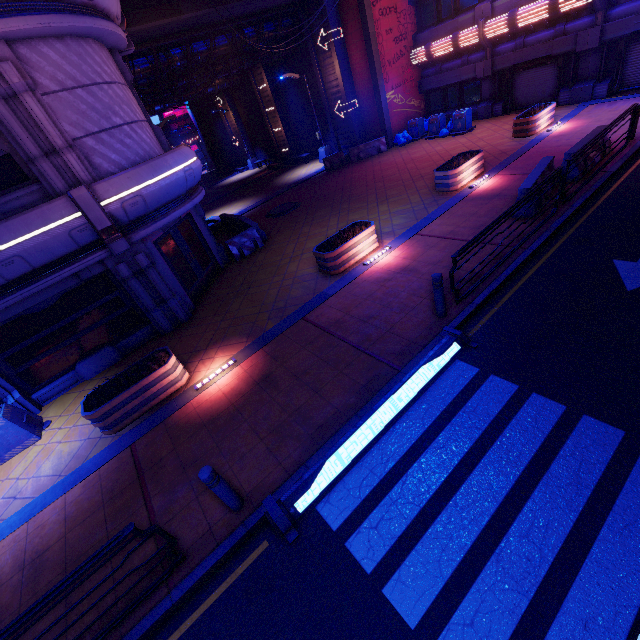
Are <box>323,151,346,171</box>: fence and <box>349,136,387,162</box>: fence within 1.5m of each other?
yes

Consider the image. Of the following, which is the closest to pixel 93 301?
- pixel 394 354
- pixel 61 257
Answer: pixel 61 257

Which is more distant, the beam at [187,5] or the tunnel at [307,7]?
the tunnel at [307,7]

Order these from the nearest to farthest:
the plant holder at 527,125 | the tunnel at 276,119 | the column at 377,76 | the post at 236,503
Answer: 1. the post at 236,503
2. the plant holder at 527,125
3. the column at 377,76
4. the tunnel at 276,119

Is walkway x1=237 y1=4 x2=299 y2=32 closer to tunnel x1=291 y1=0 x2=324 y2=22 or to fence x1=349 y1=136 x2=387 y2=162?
tunnel x1=291 y1=0 x2=324 y2=22

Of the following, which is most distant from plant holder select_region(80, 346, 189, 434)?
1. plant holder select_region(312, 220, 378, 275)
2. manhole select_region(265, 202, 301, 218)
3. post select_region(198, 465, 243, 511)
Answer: manhole select_region(265, 202, 301, 218)

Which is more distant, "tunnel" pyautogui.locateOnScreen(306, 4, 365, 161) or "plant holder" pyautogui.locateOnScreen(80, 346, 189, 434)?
"tunnel" pyautogui.locateOnScreen(306, 4, 365, 161)

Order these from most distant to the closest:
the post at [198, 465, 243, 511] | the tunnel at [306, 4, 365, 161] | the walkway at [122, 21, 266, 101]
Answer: the tunnel at [306, 4, 365, 161]
the walkway at [122, 21, 266, 101]
the post at [198, 465, 243, 511]
